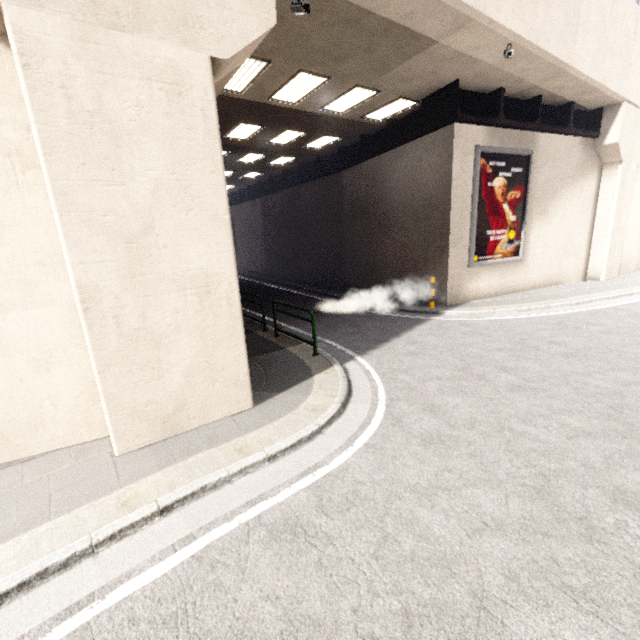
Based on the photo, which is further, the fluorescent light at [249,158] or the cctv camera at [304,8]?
the fluorescent light at [249,158]

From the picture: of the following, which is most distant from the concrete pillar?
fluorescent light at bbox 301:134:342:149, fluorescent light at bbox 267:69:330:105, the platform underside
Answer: the platform underside

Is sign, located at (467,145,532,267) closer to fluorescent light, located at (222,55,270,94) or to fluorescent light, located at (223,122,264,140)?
fluorescent light, located at (222,55,270,94)

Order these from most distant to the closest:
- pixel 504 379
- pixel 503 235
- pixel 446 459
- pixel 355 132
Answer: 1. pixel 355 132
2. pixel 503 235
3. pixel 504 379
4. pixel 446 459

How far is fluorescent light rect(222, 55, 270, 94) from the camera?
7.9 meters

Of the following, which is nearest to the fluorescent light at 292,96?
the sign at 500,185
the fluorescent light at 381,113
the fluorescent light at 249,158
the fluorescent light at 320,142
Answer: the fluorescent light at 381,113

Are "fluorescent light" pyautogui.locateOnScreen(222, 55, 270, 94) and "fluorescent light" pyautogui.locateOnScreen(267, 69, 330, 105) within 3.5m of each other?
yes

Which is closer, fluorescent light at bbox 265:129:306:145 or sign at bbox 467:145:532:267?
sign at bbox 467:145:532:267
